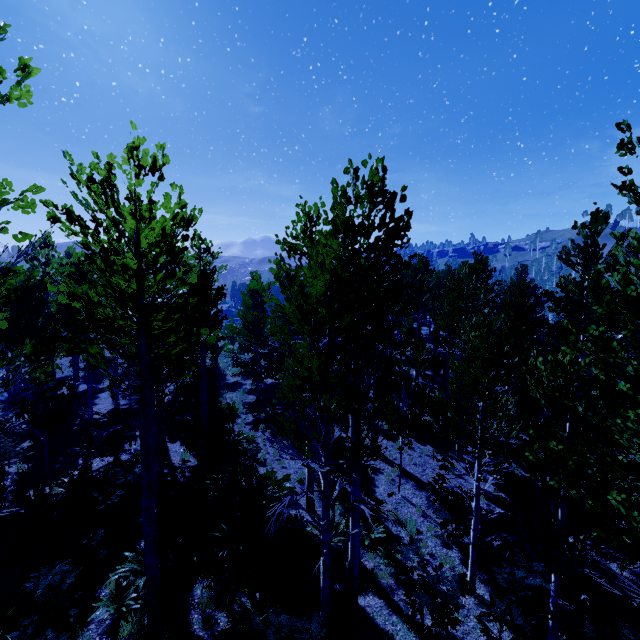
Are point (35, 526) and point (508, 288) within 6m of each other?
no
